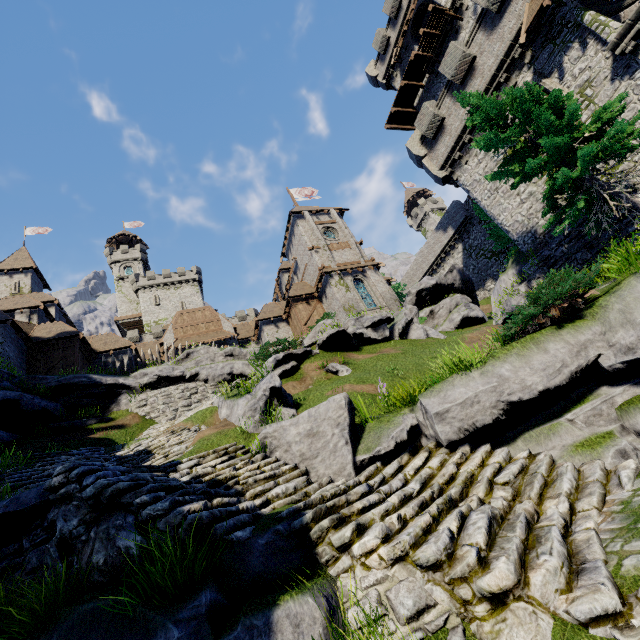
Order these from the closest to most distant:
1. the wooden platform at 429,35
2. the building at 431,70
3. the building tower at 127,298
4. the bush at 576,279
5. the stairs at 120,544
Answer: the stairs at 120,544 < the bush at 576,279 < the wooden platform at 429,35 < the building at 431,70 < the building tower at 127,298

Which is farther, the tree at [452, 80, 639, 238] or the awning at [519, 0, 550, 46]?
the awning at [519, 0, 550, 46]

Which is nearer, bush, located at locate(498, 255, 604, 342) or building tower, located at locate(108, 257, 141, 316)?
bush, located at locate(498, 255, 604, 342)

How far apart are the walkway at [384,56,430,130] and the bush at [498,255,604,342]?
25.9m

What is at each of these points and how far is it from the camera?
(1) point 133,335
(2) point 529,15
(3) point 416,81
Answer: (1) building tower, 43.9m
(2) awning, 13.9m
(3) walkway, 26.8m

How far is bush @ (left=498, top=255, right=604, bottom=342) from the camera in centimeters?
634cm

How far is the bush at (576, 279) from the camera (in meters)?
6.34

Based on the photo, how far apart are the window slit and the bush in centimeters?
1164cm
